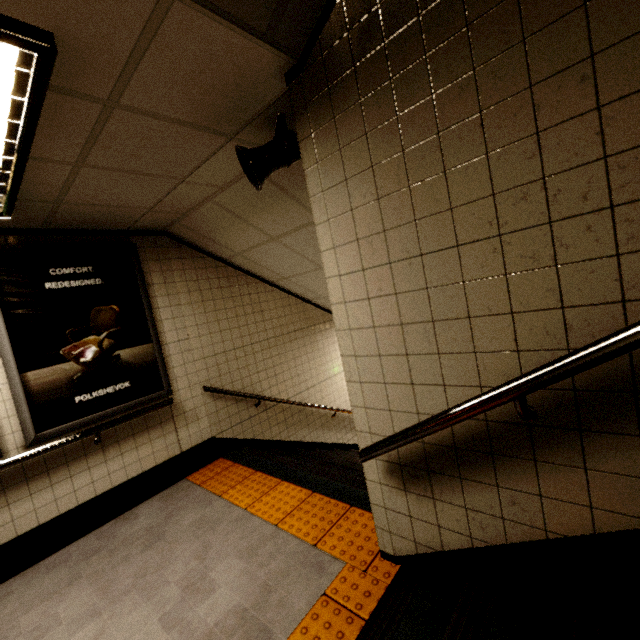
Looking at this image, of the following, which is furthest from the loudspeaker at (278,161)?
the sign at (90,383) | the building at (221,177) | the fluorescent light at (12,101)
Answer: the sign at (90,383)

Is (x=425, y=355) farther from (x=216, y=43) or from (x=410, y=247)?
(x=216, y=43)

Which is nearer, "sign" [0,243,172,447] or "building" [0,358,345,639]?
"building" [0,358,345,639]

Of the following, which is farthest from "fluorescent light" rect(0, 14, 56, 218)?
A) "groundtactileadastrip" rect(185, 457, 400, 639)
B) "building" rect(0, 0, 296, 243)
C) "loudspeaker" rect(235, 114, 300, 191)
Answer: "groundtactileadastrip" rect(185, 457, 400, 639)

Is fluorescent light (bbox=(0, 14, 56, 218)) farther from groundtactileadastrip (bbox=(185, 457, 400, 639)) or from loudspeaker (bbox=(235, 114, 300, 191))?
groundtactileadastrip (bbox=(185, 457, 400, 639))

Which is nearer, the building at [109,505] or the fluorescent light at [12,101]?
the fluorescent light at [12,101]

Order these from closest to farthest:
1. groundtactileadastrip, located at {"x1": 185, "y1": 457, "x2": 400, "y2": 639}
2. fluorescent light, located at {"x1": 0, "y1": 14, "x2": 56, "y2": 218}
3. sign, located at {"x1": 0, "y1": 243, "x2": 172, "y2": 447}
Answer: fluorescent light, located at {"x1": 0, "y1": 14, "x2": 56, "y2": 218}
groundtactileadastrip, located at {"x1": 185, "y1": 457, "x2": 400, "y2": 639}
sign, located at {"x1": 0, "y1": 243, "x2": 172, "y2": 447}

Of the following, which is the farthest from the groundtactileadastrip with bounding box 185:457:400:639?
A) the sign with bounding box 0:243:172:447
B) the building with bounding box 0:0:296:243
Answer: the sign with bounding box 0:243:172:447
